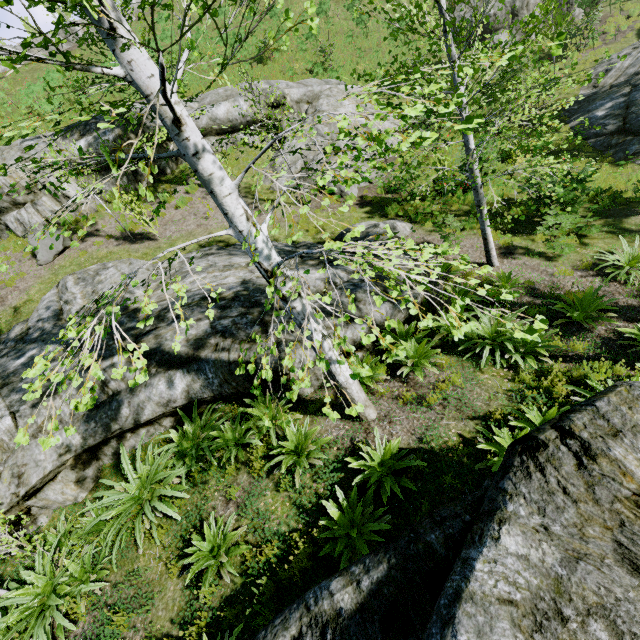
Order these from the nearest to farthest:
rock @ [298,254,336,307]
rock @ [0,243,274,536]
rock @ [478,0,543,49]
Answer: rock @ [0,243,274,536] < rock @ [298,254,336,307] < rock @ [478,0,543,49]

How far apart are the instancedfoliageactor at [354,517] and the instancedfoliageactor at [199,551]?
1.3 meters

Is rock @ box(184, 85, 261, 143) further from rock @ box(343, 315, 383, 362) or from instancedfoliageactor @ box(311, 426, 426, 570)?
instancedfoliageactor @ box(311, 426, 426, 570)

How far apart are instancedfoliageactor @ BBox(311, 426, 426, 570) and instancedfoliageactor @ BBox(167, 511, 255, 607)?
1.32m

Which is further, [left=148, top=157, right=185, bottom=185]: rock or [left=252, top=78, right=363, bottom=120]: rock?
[left=252, top=78, right=363, bottom=120]: rock

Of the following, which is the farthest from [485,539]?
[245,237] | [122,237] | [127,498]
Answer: [122,237]

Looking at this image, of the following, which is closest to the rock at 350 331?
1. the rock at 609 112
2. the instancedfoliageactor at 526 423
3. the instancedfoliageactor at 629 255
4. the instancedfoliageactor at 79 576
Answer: the instancedfoliageactor at 79 576

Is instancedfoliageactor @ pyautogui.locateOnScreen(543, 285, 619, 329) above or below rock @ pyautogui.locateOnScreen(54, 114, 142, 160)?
below
